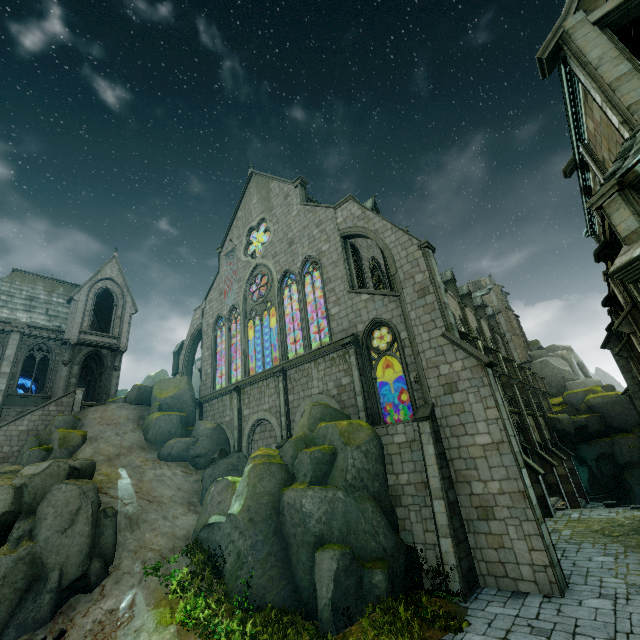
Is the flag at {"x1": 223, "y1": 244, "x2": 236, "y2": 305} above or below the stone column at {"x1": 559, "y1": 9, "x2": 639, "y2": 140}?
above

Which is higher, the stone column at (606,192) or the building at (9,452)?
the building at (9,452)

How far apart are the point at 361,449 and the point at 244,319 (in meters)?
15.93

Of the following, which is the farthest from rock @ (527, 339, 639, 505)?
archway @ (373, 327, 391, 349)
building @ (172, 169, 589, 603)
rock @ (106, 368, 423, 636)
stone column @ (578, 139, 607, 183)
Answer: stone column @ (578, 139, 607, 183)

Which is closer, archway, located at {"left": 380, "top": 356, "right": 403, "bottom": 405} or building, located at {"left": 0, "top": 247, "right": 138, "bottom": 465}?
archway, located at {"left": 380, "top": 356, "right": 403, "bottom": 405}

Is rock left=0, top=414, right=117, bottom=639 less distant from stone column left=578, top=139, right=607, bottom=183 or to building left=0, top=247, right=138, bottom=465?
building left=0, top=247, right=138, bottom=465

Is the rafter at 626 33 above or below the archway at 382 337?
above

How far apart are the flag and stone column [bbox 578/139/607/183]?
23.3m
